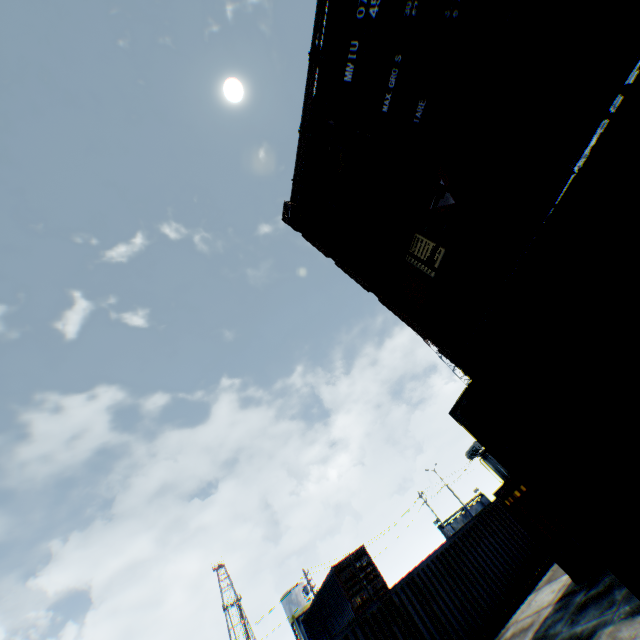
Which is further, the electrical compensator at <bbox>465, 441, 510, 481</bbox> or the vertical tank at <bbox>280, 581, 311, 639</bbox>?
the vertical tank at <bbox>280, 581, 311, 639</bbox>

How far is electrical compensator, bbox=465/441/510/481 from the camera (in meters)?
28.09

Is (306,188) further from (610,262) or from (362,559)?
(362,559)

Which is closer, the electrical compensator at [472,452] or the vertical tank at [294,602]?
the electrical compensator at [472,452]

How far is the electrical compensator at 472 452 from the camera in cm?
2809

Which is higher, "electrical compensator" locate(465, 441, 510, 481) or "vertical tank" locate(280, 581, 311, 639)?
"vertical tank" locate(280, 581, 311, 639)
